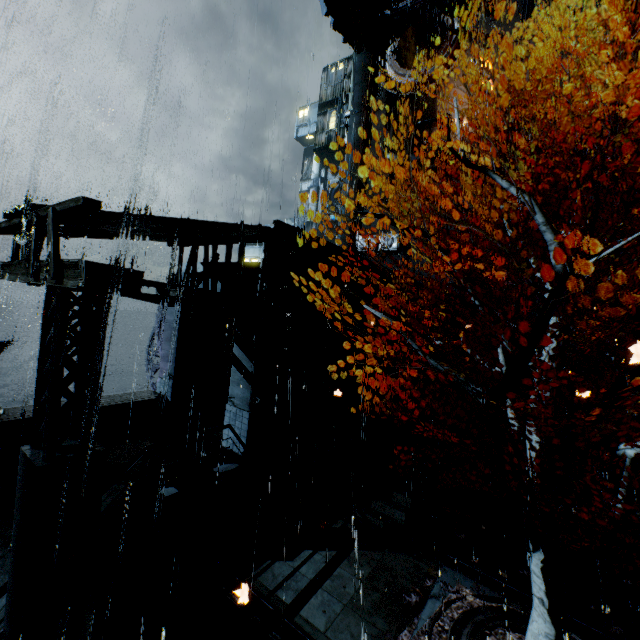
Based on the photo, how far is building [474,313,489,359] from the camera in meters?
21.7 m

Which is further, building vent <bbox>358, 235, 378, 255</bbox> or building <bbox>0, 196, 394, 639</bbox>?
building vent <bbox>358, 235, 378, 255</bbox>

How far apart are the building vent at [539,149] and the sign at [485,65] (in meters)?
3.70

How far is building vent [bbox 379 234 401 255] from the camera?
30.0 meters

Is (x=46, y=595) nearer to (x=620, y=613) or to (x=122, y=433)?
(x=122, y=433)

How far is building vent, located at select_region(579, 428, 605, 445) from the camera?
16.0 meters

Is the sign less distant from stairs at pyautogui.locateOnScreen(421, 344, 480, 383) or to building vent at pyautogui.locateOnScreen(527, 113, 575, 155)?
building vent at pyautogui.locateOnScreen(527, 113, 575, 155)

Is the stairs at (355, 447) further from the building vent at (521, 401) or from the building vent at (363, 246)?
the building vent at (363, 246)
